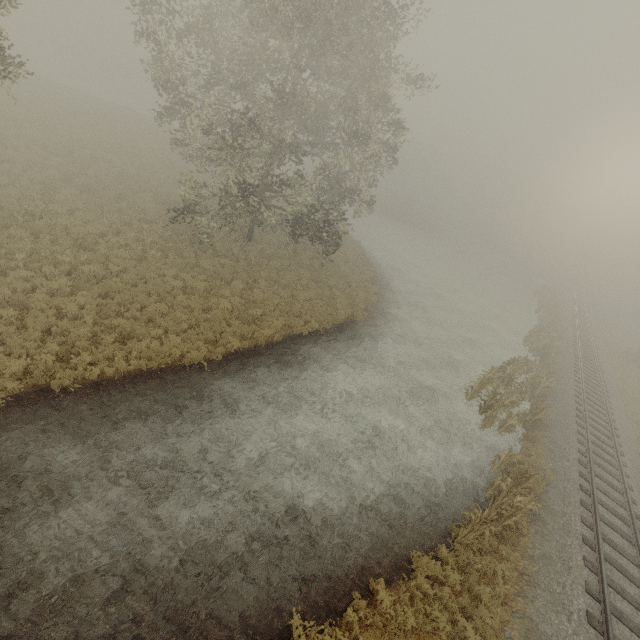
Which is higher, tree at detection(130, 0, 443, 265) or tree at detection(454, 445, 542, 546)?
tree at detection(130, 0, 443, 265)

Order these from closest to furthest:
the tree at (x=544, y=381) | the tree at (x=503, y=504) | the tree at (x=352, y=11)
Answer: the tree at (x=503, y=504) < the tree at (x=352, y=11) < the tree at (x=544, y=381)

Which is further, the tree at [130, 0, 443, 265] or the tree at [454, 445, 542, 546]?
the tree at [130, 0, 443, 265]

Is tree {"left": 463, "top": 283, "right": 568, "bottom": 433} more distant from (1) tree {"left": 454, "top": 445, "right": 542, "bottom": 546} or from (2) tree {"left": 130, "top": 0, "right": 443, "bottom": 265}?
(2) tree {"left": 130, "top": 0, "right": 443, "bottom": 265}

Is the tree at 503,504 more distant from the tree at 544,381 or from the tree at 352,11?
the tree at 352,11

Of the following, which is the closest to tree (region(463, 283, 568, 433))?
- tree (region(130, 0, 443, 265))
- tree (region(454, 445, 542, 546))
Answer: tree (region(454, 445, 542, 546))

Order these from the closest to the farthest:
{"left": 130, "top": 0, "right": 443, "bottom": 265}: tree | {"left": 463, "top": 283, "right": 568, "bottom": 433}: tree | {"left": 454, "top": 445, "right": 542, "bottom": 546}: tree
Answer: {"left": 454, "top": 445, "right": 542, "bottom": 546}: tree, {"left": 130, "top": 0, "right": 443, "bottom": 265}: tree, {"left": 463, "top": 283, "right": 568, "bottom": 433}: tree

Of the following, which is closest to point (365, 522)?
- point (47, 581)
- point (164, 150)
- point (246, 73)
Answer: point (47, 581)
